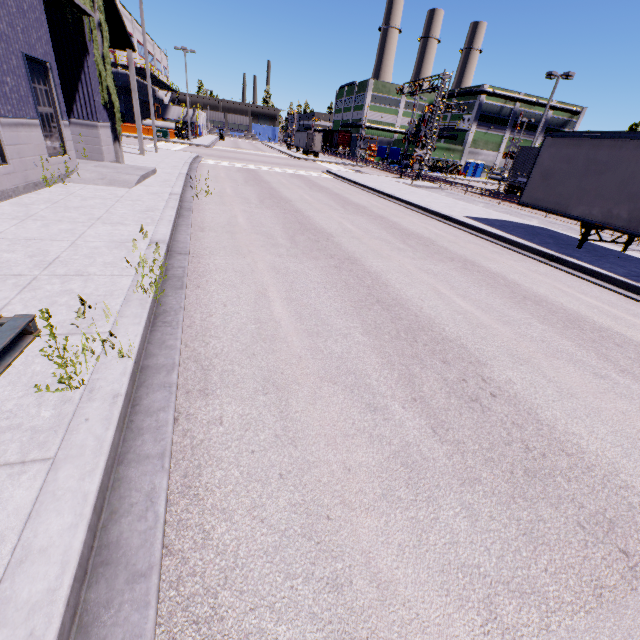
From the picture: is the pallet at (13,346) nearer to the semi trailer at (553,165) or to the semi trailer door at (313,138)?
the semi trailer at (553,165)

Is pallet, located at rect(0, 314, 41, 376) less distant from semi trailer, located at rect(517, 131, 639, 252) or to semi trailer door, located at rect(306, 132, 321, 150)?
semi trailer, located at rect(517, 131, 639, 252)

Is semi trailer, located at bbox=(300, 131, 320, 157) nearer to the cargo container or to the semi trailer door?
the semi trailer door

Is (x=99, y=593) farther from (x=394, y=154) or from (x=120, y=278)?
(x=394, y=154)

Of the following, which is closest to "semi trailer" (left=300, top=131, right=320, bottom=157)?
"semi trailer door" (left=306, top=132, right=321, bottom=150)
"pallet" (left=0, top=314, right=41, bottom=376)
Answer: "semi trailer door" (left=306, top=132, right=321, bottom=150)

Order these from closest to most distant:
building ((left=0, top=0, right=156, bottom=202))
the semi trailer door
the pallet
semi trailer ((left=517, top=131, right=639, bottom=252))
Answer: the pallet, building ((left=0, top=0, right=156, bottom=202)), semi trailer ((left=517, top=131, right=639, bottom=252)), the semi trailer door

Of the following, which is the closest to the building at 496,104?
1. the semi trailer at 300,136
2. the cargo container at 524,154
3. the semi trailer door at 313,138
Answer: the semi trailer at 300,136

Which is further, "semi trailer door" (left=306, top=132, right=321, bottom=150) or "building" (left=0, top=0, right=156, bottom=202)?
"semi trailer door" (left=306, top=132, right=321, bottom=150)
